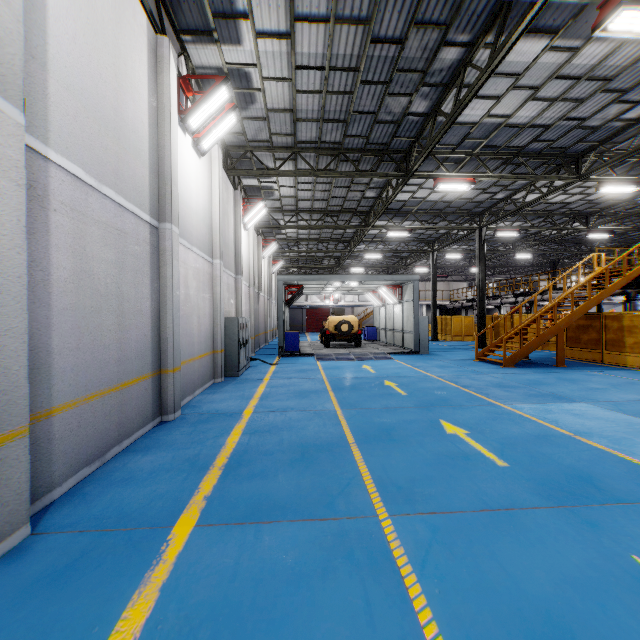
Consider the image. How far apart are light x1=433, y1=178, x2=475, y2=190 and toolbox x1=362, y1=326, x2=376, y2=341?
13.75m

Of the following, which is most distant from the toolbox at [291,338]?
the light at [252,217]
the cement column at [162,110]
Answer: the cement column at [162,110]

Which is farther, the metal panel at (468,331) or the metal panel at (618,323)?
the metal panel at (468,331)

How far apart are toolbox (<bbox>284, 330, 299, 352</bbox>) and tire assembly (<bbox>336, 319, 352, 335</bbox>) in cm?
230

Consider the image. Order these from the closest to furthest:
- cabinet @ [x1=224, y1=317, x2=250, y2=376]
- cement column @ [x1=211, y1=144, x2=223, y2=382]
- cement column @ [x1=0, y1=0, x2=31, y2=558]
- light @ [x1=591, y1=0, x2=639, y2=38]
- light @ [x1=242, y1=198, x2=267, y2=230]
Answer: cement column @ [x1=0, y1=0, x2=31, y2=558]
light @ [x1=591, y1=0, x2=639, y2=38]
cement column @ [x1=211, y1=144, x2=223, y2=382]
cabinet @ [x1=224, y1=317, x2=250, y2=376]
light @ [x1=242, y1=198, x2=267, y2=230]

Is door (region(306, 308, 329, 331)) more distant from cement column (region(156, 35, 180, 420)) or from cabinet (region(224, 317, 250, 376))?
cement column (region(156, 35, 180, 420))

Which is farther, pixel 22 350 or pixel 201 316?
pixel 201 316

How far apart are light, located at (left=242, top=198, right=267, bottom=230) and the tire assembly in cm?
792
